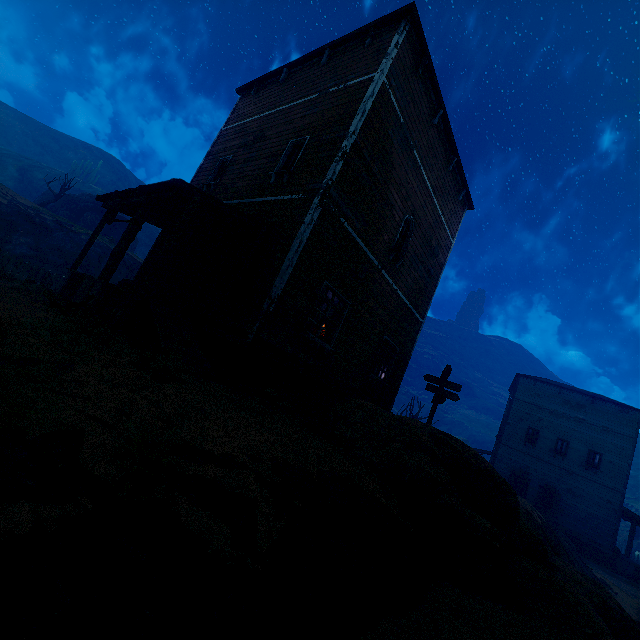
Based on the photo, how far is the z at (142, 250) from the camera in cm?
2689

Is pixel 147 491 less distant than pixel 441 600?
Yes

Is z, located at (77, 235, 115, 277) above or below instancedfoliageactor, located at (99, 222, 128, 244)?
below

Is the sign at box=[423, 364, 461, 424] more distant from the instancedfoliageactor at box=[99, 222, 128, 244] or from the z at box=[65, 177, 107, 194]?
the z at box=[65, 177, 107, 194]

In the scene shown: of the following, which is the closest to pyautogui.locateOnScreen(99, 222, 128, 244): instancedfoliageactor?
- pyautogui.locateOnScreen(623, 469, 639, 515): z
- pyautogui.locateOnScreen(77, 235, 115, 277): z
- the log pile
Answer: pyautogui.locateOnScreen(77, 235, 115, 277): z

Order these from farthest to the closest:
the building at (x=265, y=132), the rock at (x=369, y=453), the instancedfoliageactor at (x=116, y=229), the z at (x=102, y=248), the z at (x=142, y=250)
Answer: the instancedfoliageactor at (x=116, y=229) → the z at (x=142, y=250) → the z at (x=102, y=248) → the building at (x=265, y=132) → the rock at (x=369, y=453)

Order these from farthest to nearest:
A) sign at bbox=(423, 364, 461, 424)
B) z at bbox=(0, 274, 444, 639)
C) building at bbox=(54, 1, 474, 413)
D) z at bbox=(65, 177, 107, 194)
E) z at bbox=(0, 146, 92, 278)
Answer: z at bbox=(65, 177, 107, 194) < z at bbox=(0, 146, 92, 278) < sign at bbox=(423, 364, 461, 424) < building at bbox=(54, 1, 474, 413) < z at bbox=(0, 274, 444, 639)

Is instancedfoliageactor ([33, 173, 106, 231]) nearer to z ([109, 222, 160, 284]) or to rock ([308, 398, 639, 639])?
z ([109, 222, 160, 284])
